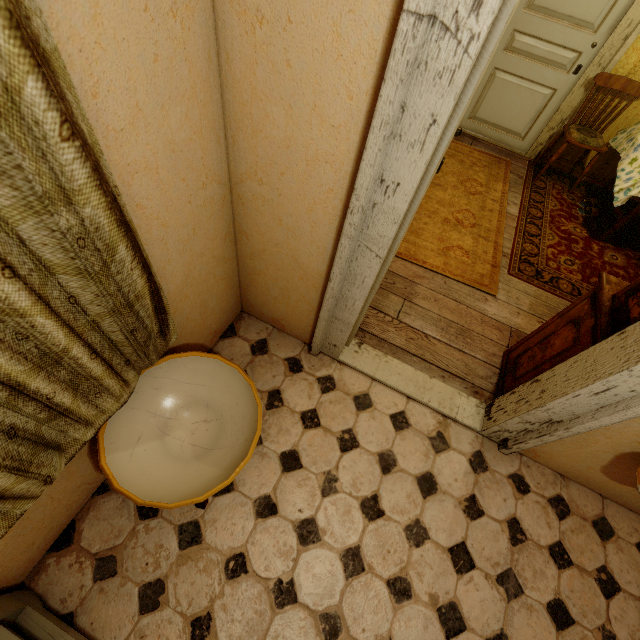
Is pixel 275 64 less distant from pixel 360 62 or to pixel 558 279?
pixel 360 62

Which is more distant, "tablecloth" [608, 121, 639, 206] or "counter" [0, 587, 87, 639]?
"tablecloth" [608, 121, 639, 206]

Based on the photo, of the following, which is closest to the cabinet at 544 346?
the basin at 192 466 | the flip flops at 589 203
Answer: the basin at 192 466

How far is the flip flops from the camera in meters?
3.9

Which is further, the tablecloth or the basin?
A: the tablecloth

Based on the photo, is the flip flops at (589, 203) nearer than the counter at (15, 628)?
No

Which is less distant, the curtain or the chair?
the curtain

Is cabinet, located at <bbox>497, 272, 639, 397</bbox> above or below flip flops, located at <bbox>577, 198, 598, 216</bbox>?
above
